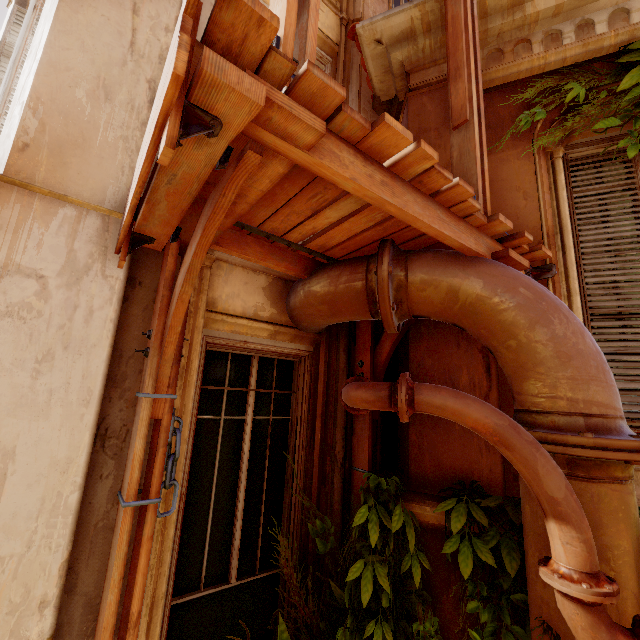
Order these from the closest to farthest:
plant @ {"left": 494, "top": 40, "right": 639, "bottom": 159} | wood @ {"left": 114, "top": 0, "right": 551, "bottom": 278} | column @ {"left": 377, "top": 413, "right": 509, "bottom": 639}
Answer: wood @ {"left": 114, "top": 0, "right": 551, "bottom": 278}
column @ {"left": 377, "top": 413, "right": 509, "bottom": 639}
plant @ {"left": 494, "top": 40, "right": 639, "bottom": 159}

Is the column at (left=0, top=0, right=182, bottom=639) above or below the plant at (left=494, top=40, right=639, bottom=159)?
below

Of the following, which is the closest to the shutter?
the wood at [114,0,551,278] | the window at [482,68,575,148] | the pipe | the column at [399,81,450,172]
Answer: the wood at [114,0,551,278]

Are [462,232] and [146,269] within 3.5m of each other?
yes

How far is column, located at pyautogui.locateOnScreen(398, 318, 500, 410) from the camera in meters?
2.5 m

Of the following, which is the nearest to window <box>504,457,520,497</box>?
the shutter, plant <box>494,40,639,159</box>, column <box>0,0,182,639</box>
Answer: plant <box>494,40,639,159</box>

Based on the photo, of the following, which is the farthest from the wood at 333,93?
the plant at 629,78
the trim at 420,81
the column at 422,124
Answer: the trim at 420,81

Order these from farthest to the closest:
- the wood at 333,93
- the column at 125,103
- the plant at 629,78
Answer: the plant at 629,78 → the column at 125,103 → the wood at 333,93
